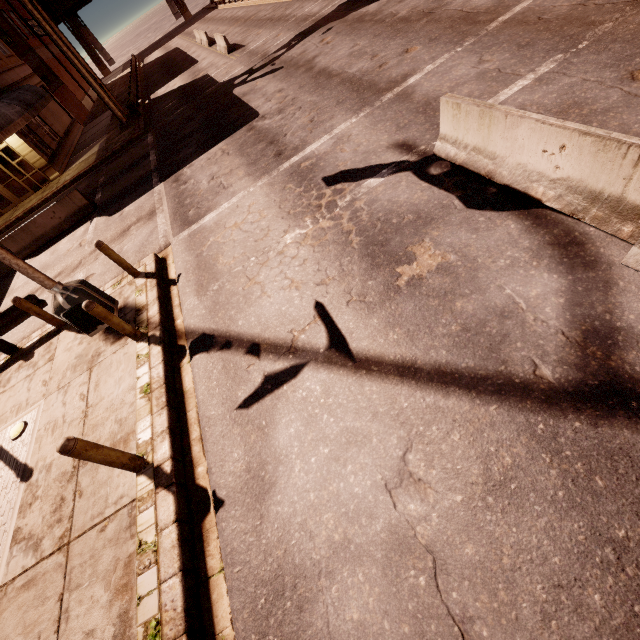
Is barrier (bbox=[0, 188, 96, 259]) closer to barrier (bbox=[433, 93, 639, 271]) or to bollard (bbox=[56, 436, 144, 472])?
bollard (bbox=[56, 436, 144, 472])

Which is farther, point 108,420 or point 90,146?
point 90,146

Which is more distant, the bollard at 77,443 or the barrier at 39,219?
the barrier at 39,219

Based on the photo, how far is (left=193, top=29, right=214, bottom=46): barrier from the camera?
28.1m

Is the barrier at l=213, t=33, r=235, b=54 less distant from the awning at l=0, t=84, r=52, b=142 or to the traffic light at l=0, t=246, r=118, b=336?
the awning at l=0, t=84, r=52, b=142

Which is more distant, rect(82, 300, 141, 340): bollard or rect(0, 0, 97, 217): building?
rect(0, 0, 97, 217): building

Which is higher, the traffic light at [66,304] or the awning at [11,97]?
the awning at [11,97]

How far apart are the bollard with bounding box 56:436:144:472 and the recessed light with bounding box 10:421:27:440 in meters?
3.6
